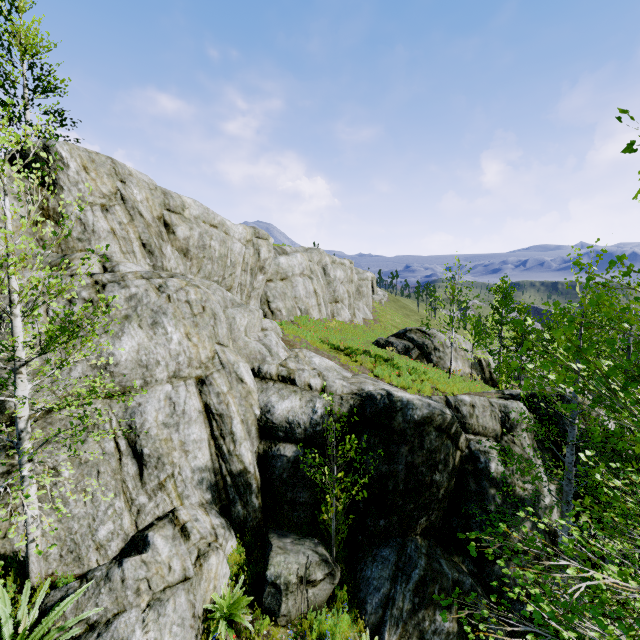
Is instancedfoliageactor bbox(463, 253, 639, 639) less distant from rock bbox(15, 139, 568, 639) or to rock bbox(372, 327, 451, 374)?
rock bbox(15, 139, 568, 639)

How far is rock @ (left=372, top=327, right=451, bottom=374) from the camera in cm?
2173

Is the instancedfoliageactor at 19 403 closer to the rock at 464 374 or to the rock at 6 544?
the rock at 6 544

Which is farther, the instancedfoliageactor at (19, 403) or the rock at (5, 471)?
the rock at (5, 471)

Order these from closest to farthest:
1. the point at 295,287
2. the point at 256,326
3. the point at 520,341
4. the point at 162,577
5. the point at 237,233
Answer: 1. the point at 162,577
2. the point at 256,326
3. the point at 237,233
4. the point at 295,287
5. the point at 520,341

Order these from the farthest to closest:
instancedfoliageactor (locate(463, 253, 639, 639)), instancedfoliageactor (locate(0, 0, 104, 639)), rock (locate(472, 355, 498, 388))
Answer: rock (locate(472, 355, 498, 388)), instancedfoliageactor (locate(0, 0, 104, 639)), instancedfoliageactor (locate(463, 253, 639, 639))

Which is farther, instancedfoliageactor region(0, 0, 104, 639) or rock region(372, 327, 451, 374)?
rock region(372, 327, 451, 374)
